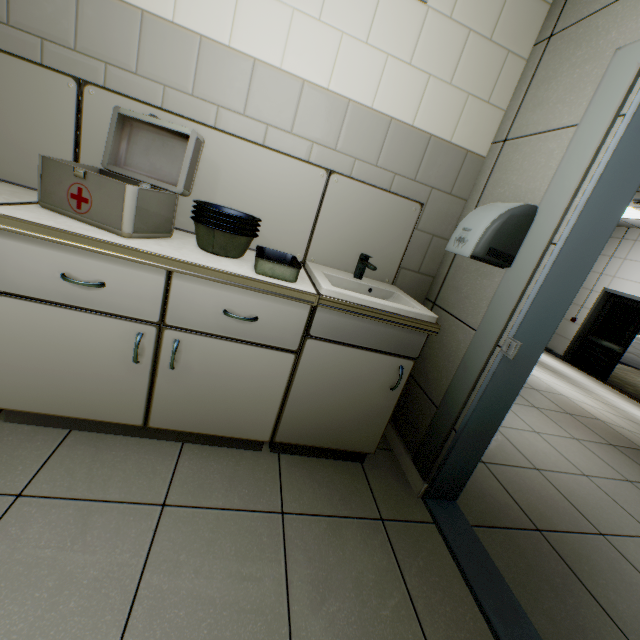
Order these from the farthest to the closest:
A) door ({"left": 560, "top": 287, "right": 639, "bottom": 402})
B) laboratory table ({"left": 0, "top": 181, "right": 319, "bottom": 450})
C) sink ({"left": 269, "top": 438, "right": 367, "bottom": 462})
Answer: door ({"left": 560, "top": 287, "right": 639, "bottom": 402}) < sink ({"left": 269, "top": 438, "right": 367, "bottom": 462}) < laboratory table ({"left": 0, "top": 181, "right": 319, "bottom": 450})

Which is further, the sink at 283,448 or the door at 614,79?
the sink at 283,448

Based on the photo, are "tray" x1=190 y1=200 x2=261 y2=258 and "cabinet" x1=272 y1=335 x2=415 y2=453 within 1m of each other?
yes

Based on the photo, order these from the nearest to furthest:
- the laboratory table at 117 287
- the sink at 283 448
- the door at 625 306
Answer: the laboratory table at 117 287 → the sink at 283 448 → the door at 625 306

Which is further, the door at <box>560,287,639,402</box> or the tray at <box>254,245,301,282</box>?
the door at <box>560,287,639,402</box>

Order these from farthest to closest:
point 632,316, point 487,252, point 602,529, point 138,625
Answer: point 632,316 < point 602,529 < point 487,252 < point 138,625

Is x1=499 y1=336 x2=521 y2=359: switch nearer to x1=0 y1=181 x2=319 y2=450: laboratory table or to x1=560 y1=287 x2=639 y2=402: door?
x1=0 y1=181 x2=319 y2=450: laboratory table

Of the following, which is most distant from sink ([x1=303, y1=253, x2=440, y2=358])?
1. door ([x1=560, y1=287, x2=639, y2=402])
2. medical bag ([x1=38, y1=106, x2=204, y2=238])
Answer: door ([x1=560, y1=287, x2=639, y2=402])
